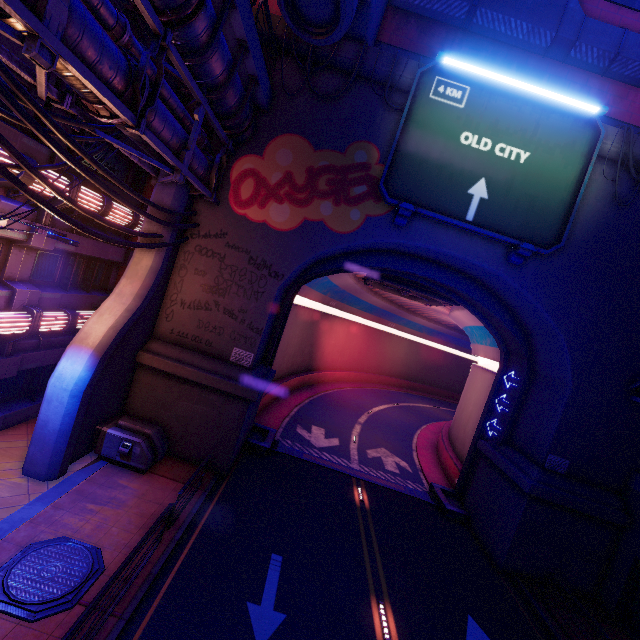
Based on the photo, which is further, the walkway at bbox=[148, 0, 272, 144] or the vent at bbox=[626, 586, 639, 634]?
the vent at bbox=[626, 586, 639, 634]

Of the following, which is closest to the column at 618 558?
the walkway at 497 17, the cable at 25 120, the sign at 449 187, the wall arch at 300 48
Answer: the wall arch at 300 48

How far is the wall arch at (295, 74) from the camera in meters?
13.4

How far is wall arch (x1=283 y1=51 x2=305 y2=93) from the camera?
13.4m

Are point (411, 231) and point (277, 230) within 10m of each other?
yes

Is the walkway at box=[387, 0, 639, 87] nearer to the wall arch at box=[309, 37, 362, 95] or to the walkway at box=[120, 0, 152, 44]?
the wall arch at box=[309, 37, 362, 95]

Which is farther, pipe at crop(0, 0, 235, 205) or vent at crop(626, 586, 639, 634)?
vent at crop(626, 586, 639, 634)

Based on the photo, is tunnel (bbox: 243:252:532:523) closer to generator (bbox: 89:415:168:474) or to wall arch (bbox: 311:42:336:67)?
wall arch (bbox: 311:42:336:67)
